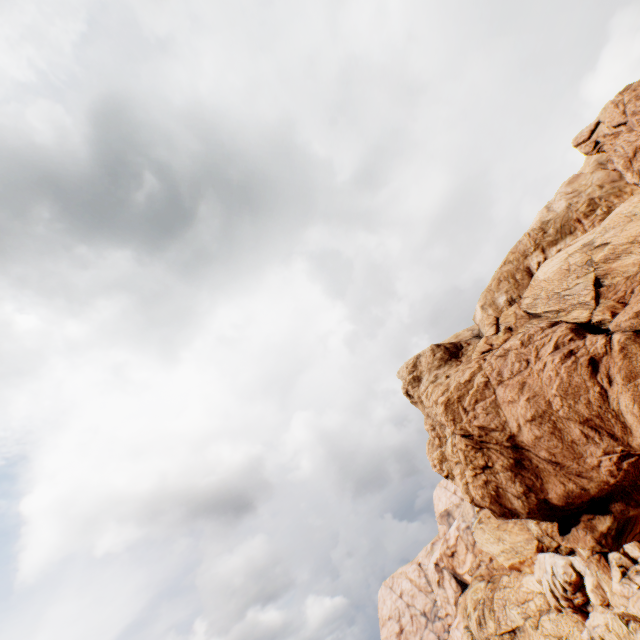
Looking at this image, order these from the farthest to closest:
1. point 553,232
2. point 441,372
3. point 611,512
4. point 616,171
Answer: point 441,372, point 553,232, point 616,171, point 611,512
